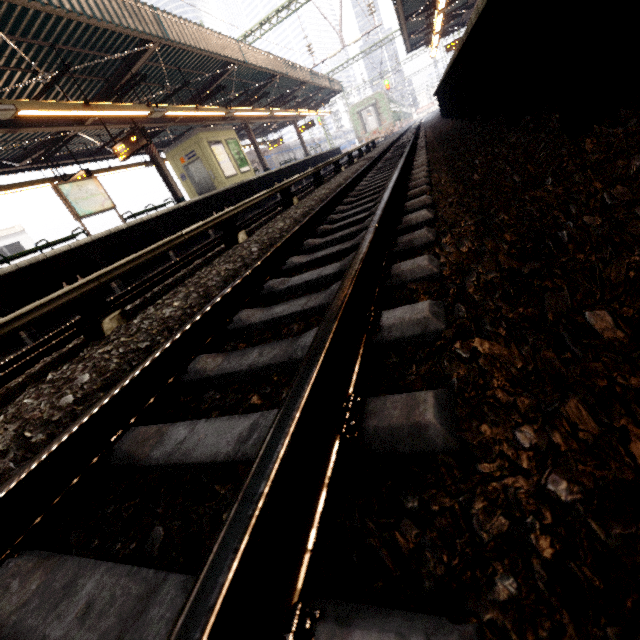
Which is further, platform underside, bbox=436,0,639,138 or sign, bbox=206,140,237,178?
sign, bbox=206,140,237,178

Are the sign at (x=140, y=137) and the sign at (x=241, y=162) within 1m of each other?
no

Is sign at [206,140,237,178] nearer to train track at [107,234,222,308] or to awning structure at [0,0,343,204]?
awning structure at [0,0,343,204]

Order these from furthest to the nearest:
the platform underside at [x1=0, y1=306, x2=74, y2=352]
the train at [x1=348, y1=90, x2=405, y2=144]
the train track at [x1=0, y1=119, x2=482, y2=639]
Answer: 1. the train at [x1=348, y1=90, x2=405, y2=144]
2. the platform underside at [x1=0, y1=306, x2=74, y2=352]
3. the train track at [x1=0, y1=119, x2=482, y2=639]

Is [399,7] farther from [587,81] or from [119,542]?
[119,542]

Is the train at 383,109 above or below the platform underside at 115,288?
above

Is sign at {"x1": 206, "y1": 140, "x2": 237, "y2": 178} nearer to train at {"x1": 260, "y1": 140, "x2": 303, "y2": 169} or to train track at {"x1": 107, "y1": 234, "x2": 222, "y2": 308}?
train track at {"x1": 107, "y1": 234, "x2": 222, "y2": 308}

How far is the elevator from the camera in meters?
15.3
